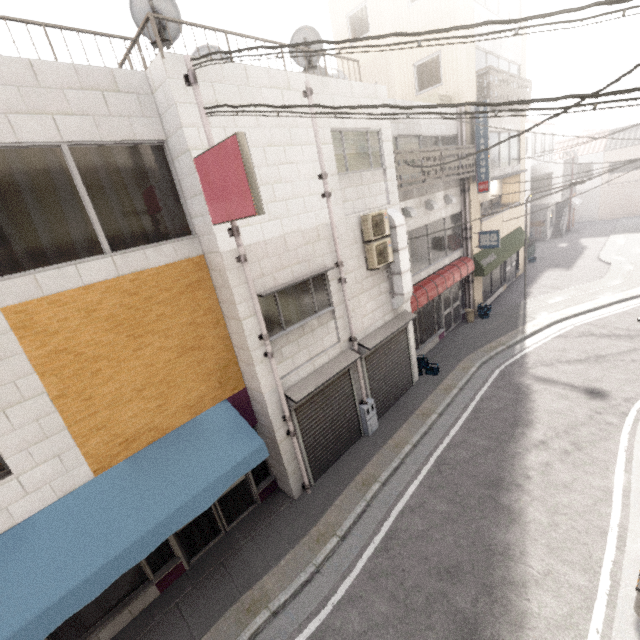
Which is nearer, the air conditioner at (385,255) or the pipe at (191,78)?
the pipe at (191,78)

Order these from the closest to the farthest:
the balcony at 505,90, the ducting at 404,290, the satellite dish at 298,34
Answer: the satellite dish at 298,34
the ducting at 404,290
the balcony at 505,90

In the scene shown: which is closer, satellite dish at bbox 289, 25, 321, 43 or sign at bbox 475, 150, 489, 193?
satellite dish at bbox 289, 25, 321, 43

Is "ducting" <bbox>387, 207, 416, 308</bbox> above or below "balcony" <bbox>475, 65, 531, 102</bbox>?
below

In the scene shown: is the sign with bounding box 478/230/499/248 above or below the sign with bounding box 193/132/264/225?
below

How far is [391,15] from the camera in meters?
13.1

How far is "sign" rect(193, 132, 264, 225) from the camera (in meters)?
4.41

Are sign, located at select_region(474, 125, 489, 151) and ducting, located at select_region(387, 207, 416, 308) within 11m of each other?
yes
